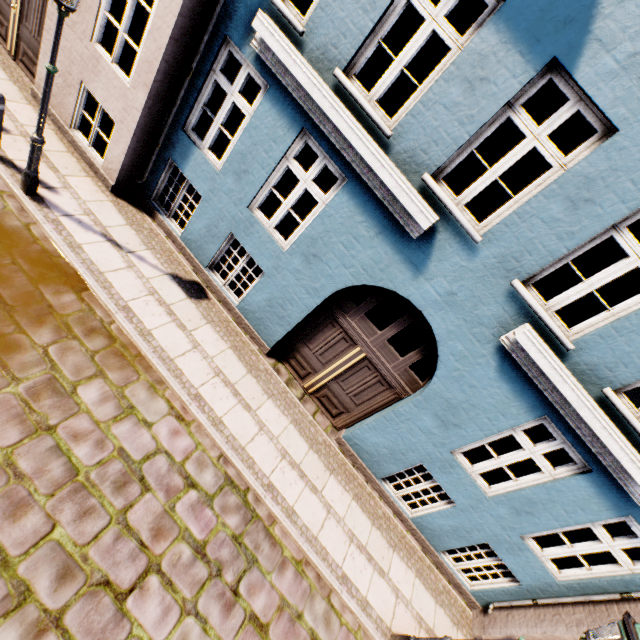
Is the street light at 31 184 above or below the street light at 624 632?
below

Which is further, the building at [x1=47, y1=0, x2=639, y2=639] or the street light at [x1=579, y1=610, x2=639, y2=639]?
the building at [x1=47, y1=0, x2=639, y2=639]

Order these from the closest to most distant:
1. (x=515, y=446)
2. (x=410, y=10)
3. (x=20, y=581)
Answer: (x=20, y=581)
(x=410, y=10)
(x=515, y=446)

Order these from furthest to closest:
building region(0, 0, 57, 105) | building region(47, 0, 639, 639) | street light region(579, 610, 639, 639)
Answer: building region(0, 0, 57, 105), building region(47, 0, 639, 639), street light region(579, 610, 639, 639)

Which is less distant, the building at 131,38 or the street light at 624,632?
the street light at 624,632

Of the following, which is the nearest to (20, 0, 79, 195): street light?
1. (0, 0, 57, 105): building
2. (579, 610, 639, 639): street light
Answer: (0, 0, 57, 105): building

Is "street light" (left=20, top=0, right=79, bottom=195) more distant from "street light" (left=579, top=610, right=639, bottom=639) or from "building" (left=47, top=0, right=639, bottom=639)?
"street light" (left=579, top=610, right=639, bottom=639)

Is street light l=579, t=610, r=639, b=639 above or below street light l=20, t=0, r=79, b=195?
above
